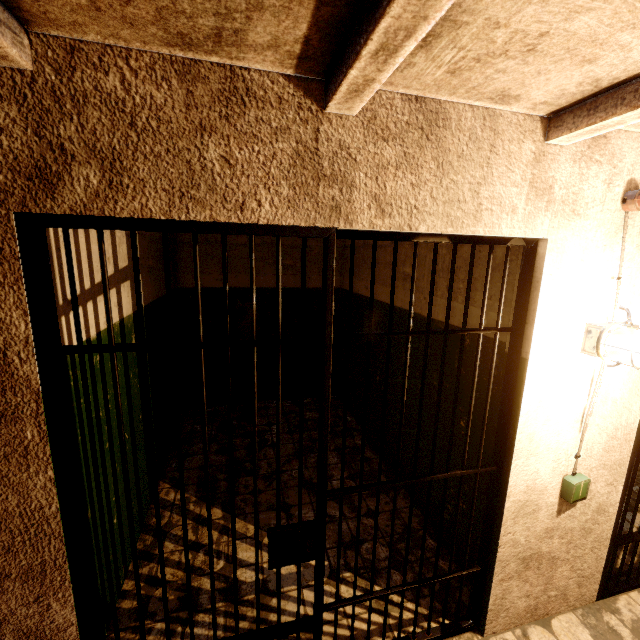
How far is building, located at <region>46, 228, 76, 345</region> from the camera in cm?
148

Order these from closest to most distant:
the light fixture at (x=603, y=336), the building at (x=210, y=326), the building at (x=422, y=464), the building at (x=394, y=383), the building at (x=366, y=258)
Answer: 1. the light fixture at (x=603, y=336)
2. the building at (x=422, y=464)
3. the building at (x=394, y=383)
4. the building at (x=366, y=258)
5. the building at (x=210, y=326)

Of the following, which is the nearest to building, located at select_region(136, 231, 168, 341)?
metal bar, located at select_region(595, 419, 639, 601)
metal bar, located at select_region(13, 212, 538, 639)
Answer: metal bar, located at select_region(13, 212, 538, 639)

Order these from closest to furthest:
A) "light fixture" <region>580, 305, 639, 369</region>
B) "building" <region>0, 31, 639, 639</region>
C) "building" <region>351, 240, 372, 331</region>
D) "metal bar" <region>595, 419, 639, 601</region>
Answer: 1. "building" <region>0, 31, 639, 639</region>
2. "light fixture" <region>580, 305, 639, 369</region>
3. "metal bar" <region>595, 419, 639, 601</region>
4. "building" <region>351, 240, 372, 331</region>

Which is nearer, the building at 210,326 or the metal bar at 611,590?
the metal bar at 611,590

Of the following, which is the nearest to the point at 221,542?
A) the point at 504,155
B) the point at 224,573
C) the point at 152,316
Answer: the point at 224,573
